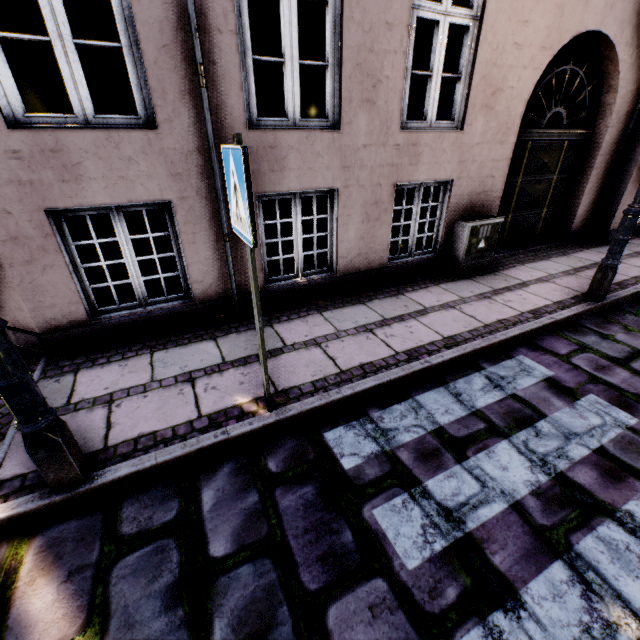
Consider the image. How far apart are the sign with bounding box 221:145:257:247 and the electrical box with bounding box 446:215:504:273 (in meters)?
4.10

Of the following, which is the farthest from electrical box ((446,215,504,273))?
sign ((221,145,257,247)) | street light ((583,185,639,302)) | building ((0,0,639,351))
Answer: sign ((221,145,257,247))

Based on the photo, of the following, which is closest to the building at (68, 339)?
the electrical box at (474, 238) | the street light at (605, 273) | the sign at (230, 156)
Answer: the electrical box at (474, 238)

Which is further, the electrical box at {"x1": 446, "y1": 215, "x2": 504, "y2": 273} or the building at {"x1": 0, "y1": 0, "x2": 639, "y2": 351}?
the electrical box at {"x1": 446, "y1": 215, "x2": 504, "y2": 273}

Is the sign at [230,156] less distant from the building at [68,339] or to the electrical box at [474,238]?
the building at [68,339]

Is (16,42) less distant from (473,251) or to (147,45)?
(147,45)

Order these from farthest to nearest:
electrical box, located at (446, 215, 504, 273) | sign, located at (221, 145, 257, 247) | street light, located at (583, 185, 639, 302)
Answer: electrical box, located at (446, 215, 504, 273)
street light, located at (583, 185, 639, 302)
sign, located at (221, 145, 257, 247)
